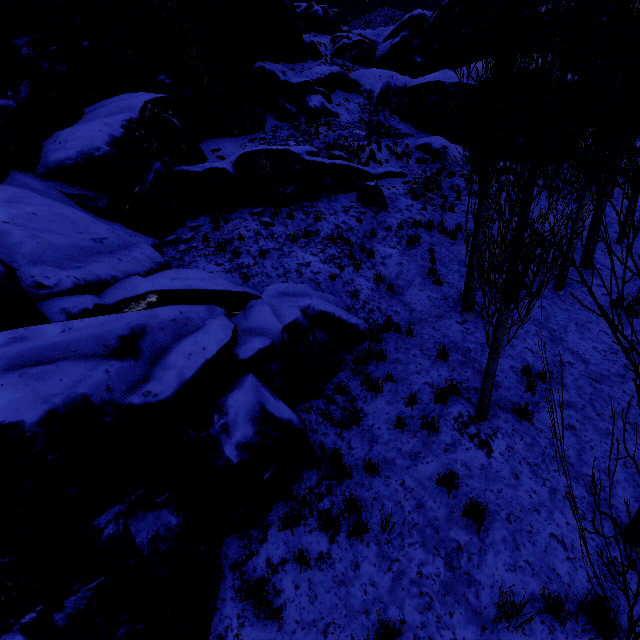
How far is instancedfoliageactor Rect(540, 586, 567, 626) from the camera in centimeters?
389cm

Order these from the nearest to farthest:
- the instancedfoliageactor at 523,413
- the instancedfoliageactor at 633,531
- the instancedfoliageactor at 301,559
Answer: the instancedfoliageactor at 633,531, the instancedfoliageactor at 301,559, the instancedfoliageactor at 523,413

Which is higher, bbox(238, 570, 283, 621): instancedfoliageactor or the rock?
the rock

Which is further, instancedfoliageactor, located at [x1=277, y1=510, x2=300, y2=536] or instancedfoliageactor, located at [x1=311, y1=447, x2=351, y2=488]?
instancedfoliageactor, located at [x1=311, y1=447, x2=351, y2=488]

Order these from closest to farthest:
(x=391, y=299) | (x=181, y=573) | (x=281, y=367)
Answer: (x=181, y=573) < (x=281, y=367) < (x=391, y=299)

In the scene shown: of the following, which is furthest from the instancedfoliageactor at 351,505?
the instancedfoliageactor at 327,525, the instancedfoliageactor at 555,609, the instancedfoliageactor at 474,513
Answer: the instancedfoliageactor at 327,525

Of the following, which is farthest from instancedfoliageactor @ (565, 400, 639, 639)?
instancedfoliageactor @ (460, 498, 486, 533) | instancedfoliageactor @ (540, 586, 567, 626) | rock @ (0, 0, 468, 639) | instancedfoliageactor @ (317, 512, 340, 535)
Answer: instancedfoliageactor @ (317, 512, 340, 535)
